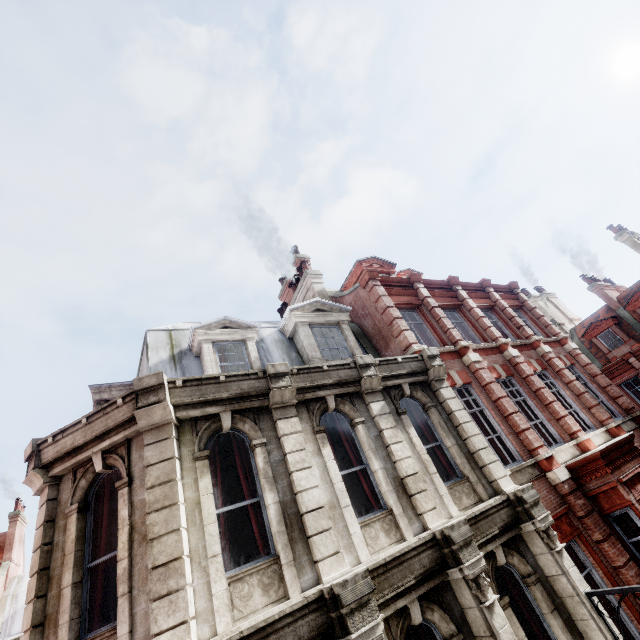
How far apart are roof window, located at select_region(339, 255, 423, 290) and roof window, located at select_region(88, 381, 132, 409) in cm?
985

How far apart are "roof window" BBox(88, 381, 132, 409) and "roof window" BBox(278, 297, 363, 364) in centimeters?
441cm

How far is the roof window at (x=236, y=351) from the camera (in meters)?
8.47

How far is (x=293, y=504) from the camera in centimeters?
594cm

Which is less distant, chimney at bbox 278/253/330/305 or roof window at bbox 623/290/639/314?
chimney at bbox 278/253/330/305

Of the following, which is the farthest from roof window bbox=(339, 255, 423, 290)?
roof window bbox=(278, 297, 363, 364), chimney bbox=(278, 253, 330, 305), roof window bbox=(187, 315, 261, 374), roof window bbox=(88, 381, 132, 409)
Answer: roof window bbox=(88, 381, 132, 409)

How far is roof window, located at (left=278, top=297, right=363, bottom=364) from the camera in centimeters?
1014cm

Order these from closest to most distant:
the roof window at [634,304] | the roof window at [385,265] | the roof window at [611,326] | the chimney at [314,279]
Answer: the chimney at [314,279] < the roof window at [385,265] < the roof window at [634,304] < the roof window at [611,326]
